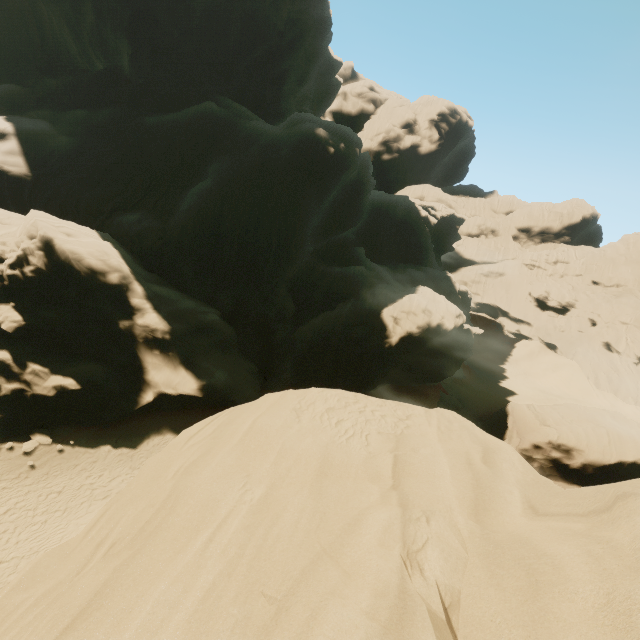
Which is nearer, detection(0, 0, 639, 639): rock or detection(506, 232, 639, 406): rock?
detection(0, 0, 639, 639): rock

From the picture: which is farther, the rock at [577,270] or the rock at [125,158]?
the rock at [577,270]

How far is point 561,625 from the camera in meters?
3.1 m
